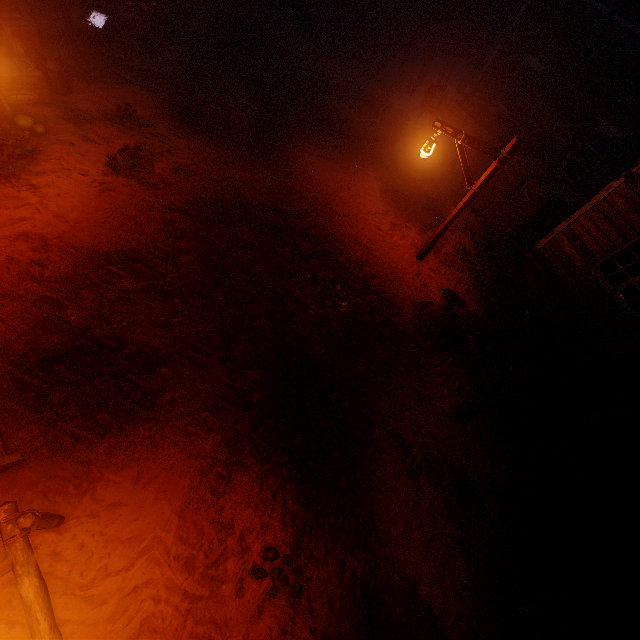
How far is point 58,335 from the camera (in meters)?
4.95

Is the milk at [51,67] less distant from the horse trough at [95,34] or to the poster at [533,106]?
the horse trough at [95,34]

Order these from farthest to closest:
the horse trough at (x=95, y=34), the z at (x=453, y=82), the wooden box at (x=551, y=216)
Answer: the z at (x=453, y=82) → the wooden box at (x=551, y=216) → the horse trough at (x=95, y=34)

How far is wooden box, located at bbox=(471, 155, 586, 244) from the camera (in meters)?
9.50

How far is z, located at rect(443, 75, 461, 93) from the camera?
16.9m

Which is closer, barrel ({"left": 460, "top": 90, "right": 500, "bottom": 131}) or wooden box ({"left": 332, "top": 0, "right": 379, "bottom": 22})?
barrel ({"left": 460, "top": 90, "right": 500, "bottom": 131})

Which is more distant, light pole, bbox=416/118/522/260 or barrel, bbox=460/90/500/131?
barrel, bbox=460/90/500/131

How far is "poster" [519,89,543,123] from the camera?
11.1m
